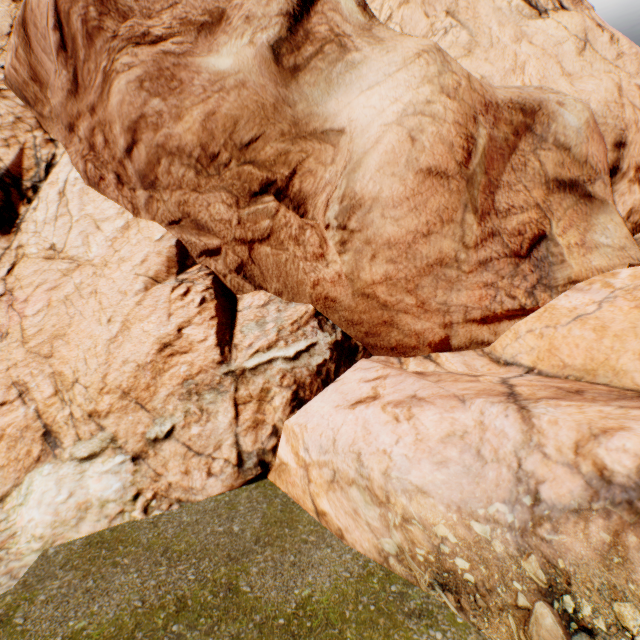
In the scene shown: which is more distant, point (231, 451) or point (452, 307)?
point (452, 307)
